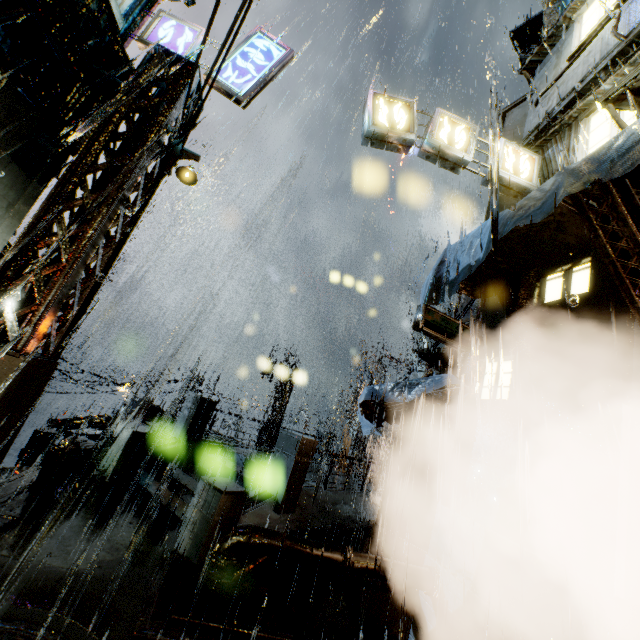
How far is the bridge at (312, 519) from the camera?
7.10m

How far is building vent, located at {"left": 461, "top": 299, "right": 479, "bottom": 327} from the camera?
15.1m

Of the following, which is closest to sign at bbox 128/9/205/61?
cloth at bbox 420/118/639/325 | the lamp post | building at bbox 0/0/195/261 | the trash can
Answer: building at bbox 0/0/195/261

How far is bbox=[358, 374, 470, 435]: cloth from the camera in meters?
8.3 m

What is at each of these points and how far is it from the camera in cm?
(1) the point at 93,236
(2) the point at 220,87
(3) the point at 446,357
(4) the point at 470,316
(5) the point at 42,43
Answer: (1) support beam, 592
(2) sign, 822
(3) building vent, 1477
(4) building vent, 1553
(5) building, 652

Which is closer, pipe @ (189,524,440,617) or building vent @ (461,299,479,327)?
pipe @ (189,524,440,617)

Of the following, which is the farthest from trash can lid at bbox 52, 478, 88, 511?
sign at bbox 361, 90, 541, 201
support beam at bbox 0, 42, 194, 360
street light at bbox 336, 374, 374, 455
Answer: street light at bbox 336, 374, 374, 455

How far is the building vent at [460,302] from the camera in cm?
1642
